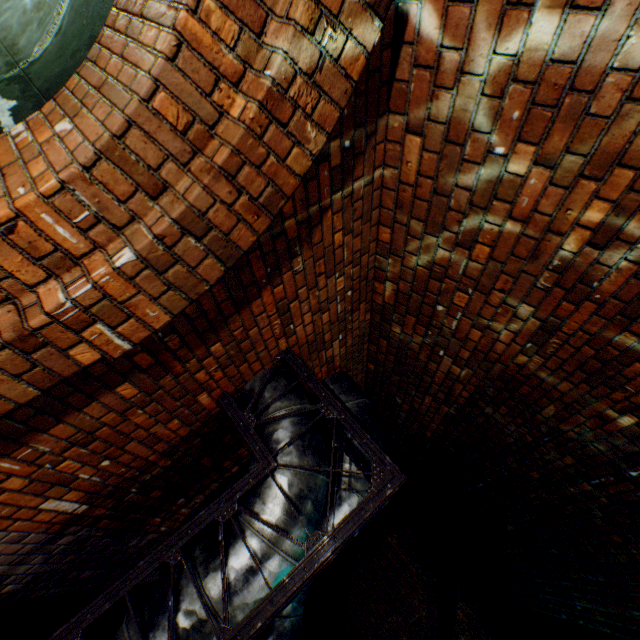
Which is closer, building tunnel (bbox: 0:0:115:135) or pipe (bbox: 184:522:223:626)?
pipe (bbox: 184:522:223:626)

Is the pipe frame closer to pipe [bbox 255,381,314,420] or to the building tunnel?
pipe [bbox 255,381,314,420]

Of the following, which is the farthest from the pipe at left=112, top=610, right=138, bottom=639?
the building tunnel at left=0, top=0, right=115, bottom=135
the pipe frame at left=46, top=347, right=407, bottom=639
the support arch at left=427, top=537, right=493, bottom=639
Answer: the support arch at left=427, top=537, right=493, bottom=639

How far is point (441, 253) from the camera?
2.3m

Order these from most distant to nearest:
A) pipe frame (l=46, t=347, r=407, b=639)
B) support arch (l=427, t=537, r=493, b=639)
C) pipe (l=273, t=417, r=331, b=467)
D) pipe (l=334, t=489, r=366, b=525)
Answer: support arch (l=427, t=537, r=493, b=639) → pipe (l=334, t=489, r=366, b=525) → pipe (l=273, t=417, r=331, b=467) → pipe frame (l=46, t=347, r=407, b=639)

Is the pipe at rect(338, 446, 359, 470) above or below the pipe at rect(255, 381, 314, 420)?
above

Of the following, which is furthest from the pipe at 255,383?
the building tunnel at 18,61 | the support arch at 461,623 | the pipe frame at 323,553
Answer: the support arch at 461,623
